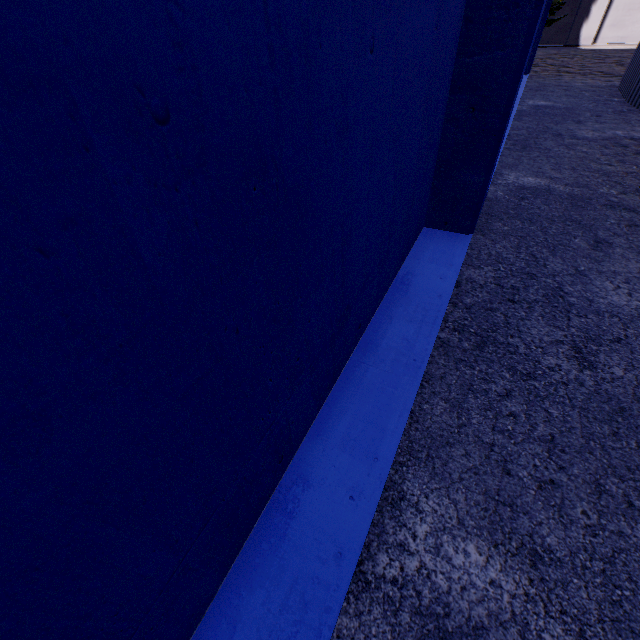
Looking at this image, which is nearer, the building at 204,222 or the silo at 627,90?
the building at 204,222

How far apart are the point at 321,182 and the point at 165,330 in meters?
0.8

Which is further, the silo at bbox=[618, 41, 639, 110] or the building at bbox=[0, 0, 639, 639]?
the silo at bbox=[618, 41, 639, 110]
